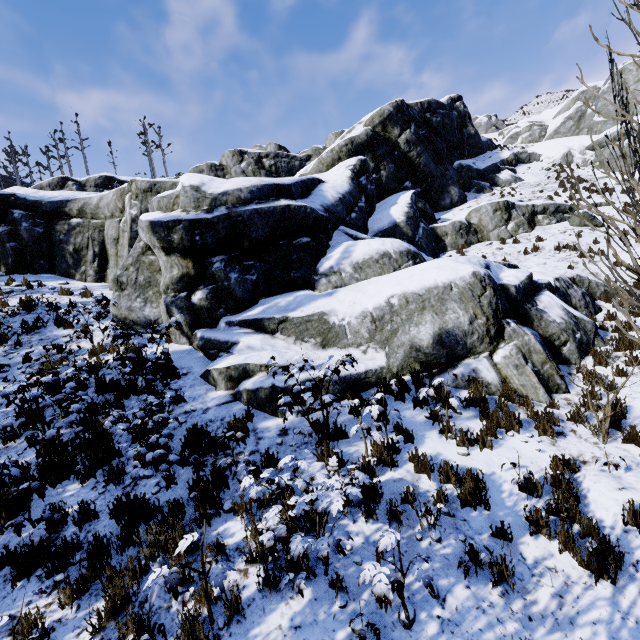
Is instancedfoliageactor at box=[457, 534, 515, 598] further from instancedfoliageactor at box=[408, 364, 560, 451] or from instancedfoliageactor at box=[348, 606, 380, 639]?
instancedfoliageactor at box=[408, 364, 560, 451]

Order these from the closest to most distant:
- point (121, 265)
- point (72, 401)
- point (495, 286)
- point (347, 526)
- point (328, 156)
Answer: point (347, 526)
point (72, 401)
point (495, 286)
point (121, 265)
point (328, 156)

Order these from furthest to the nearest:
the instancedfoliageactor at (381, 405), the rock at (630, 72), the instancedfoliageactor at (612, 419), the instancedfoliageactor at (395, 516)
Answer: the rock at (630, 72), the instancedfoliageactor at (381, 405), the instancedfoliageactor at (395, 516), the instancedfoliageactor at (612, 419)

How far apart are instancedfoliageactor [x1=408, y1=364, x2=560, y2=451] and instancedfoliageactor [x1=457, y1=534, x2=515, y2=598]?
2.55m

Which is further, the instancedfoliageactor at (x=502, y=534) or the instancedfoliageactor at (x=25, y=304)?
the instancedfoliageactor at (x=25, y=304)

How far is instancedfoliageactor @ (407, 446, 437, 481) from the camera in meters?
5.1 m

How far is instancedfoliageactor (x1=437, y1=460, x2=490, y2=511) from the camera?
4.6m
